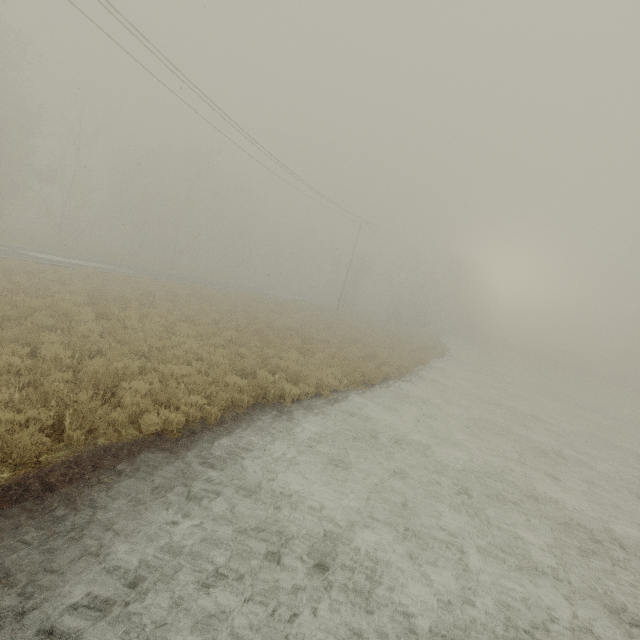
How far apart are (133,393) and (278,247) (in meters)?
55.31
